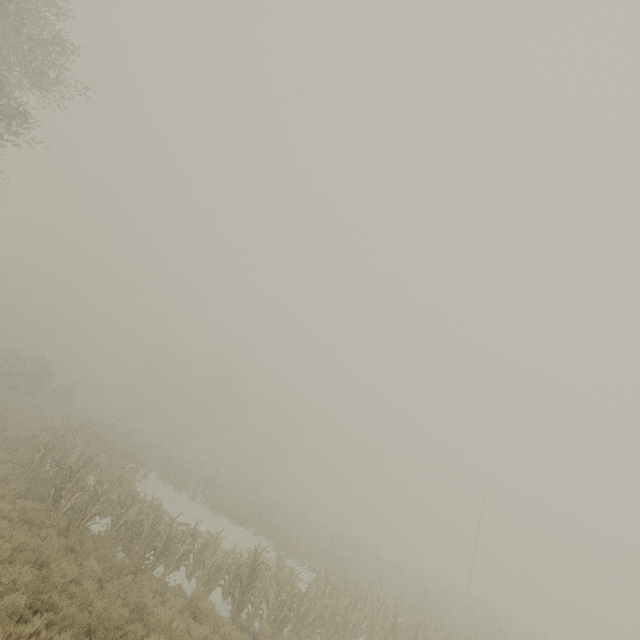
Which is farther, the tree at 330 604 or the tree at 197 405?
the tree at 197 405

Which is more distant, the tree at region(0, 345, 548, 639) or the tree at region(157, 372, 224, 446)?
the tree at region(157, 372, 224, 446)

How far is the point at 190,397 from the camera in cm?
5738

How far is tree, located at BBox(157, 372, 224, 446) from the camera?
48.54m

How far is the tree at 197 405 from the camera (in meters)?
48.54
